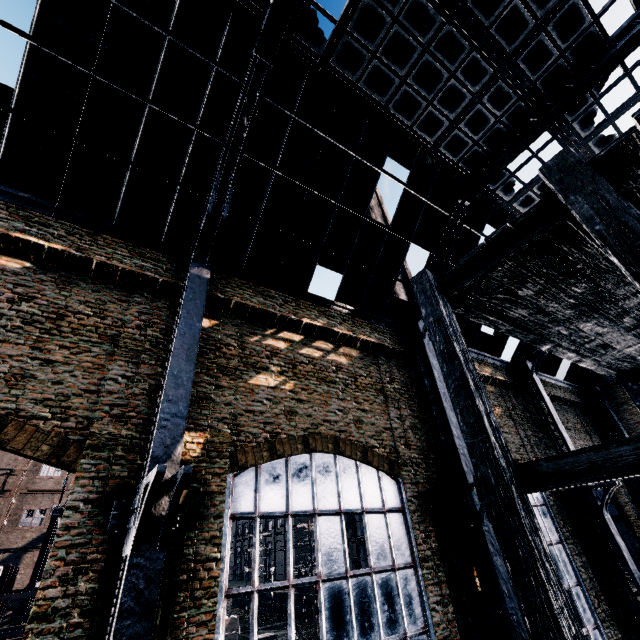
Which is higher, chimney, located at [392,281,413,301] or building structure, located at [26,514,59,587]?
chimney, located at [392,281,413,301]

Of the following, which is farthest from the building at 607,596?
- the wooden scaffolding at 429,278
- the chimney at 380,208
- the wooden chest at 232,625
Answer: the wooden chest at 232,625

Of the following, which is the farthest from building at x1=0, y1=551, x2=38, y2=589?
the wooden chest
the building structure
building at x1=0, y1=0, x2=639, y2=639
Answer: building at x1=0, y1=0, x2=639, y2=639

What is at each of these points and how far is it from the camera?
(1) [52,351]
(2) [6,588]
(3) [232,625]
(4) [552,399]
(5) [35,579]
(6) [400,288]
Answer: (1) building, 9.64m
(2) ship construction, 14.52m
(3) wooden chest, 33.47m
(4) building, 27.23m
(5) building structure, 31.28m
(6) chimney, 30.94m

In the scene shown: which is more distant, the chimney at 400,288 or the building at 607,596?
the chimney at 400,288

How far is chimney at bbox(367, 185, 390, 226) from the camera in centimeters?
3596cm

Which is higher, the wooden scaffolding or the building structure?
the building structure
